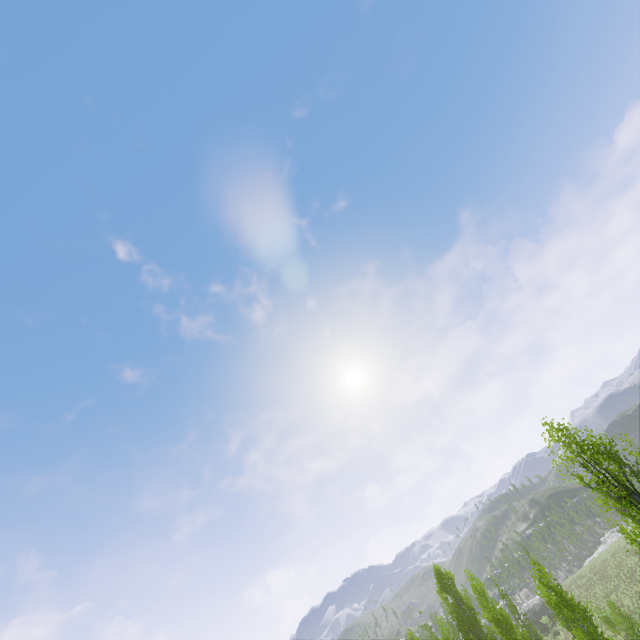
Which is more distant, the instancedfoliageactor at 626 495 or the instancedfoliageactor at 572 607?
the instancedfoliageactor at 572 607

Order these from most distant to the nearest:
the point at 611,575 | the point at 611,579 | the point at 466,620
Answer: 1. the point at 611,575
2. the point at 611,579
3. the point at 466,620

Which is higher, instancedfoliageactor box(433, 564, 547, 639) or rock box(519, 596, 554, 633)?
instancedfoliageactor box(433, 564, 547, 639)

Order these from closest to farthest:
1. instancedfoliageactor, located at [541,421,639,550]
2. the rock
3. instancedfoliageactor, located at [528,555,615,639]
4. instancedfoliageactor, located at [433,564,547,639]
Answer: instancedfoliageactor, located at [541,421,639,550] → instancedfoliageactor, located at [528,555,615,639] → instancedfoliageactor, located at [433,564,547,639] → the rock

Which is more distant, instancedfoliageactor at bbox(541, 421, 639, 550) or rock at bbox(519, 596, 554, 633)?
rock at bbox(519, 596, 554, 633)

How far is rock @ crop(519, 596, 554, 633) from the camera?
46.9 meters

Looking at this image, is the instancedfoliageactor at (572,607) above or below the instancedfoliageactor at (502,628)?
below
